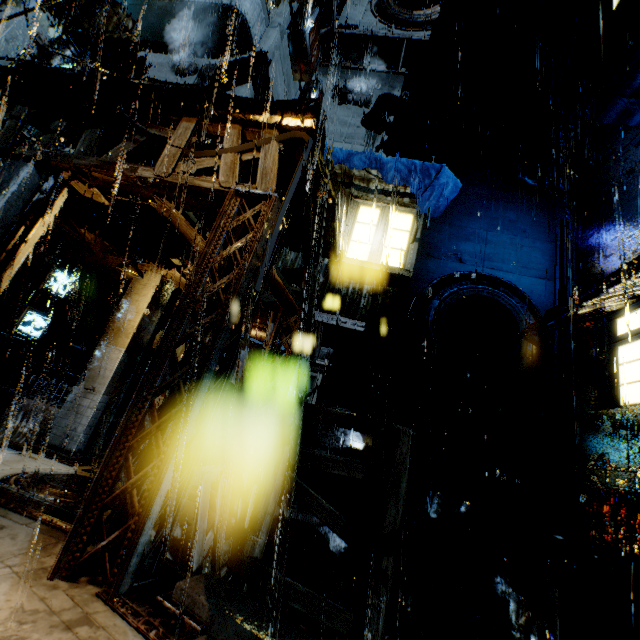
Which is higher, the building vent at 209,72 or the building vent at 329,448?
the building vent at 209,72

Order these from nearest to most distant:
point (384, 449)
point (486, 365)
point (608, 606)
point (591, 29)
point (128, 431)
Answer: point (128, 431) < point (608, 606) < point (384, 449) < point (486, 365) < point (591, 29)

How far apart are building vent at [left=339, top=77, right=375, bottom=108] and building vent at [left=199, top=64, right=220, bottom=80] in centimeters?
702cm

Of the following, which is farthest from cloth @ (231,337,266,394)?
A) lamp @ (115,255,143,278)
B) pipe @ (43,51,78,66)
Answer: pipe @ (43,51,78,66)

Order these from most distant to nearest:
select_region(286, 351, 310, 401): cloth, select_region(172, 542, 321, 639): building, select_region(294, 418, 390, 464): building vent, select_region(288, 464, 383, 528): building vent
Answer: select_region(286, 351, 310, 401): cloth, select_region(294, 418, 390, 464): building vent, select_region(288, 464, 383, 528): building vent, select_region(172, 542, 321, 639): building

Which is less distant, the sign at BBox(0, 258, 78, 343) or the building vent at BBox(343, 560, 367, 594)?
the building vent at BBox(343, 560, 367, 594)

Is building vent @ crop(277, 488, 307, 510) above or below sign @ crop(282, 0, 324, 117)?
below

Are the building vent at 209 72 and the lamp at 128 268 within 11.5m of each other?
yes
